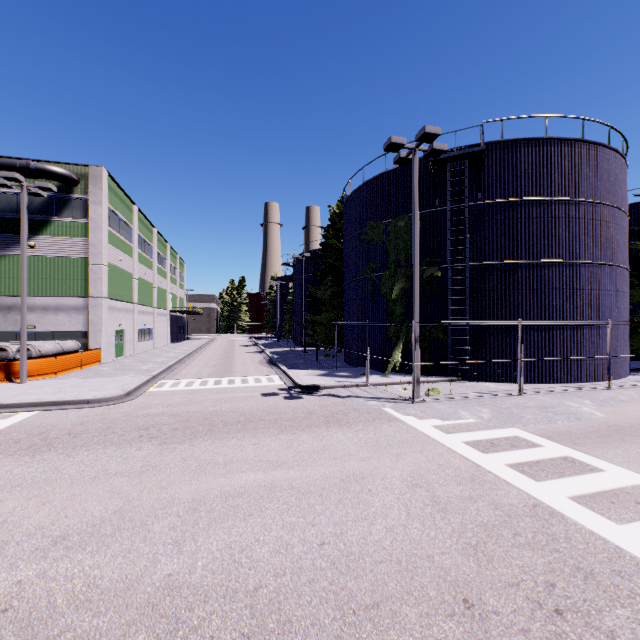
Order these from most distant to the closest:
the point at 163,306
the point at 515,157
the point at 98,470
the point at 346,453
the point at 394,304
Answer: the point at 163,306, the point at 394,304, the point at 515,157, the point at 346,453, the point at 98,470

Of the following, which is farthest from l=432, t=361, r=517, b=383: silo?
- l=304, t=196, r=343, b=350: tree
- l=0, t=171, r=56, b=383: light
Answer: l=0, t=171, r=56, b=383: light

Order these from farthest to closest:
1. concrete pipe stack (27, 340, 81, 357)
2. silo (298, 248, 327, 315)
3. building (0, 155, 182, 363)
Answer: silo (298, 248, 327, 315) < building (0, 155, 182, 363) < concrete pipe stack (27, 340, 81, 357)

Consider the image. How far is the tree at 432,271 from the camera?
17.11m

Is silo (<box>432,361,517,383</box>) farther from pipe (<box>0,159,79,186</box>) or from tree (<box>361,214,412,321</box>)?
pipe (<box>0,159,79,186</box>)

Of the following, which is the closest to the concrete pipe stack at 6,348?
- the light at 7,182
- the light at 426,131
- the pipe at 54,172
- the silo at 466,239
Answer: the silo at 466,239

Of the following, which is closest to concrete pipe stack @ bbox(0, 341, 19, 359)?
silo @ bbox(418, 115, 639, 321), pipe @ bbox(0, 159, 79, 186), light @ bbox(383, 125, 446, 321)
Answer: silo @ bbox(418, 115, 639, 321)

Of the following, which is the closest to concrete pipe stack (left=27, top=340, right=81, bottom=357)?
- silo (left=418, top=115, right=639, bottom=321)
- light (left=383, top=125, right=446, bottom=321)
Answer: silo (left=418, top=115, right=639, bottom=321)
